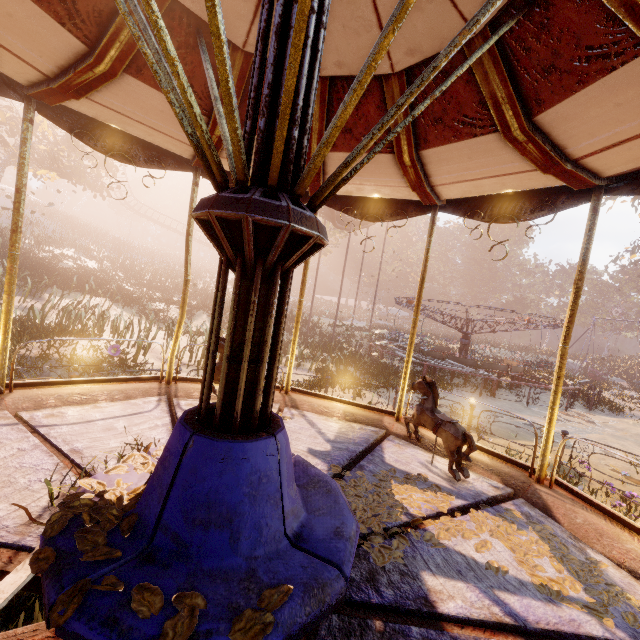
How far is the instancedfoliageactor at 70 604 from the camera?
1.15m

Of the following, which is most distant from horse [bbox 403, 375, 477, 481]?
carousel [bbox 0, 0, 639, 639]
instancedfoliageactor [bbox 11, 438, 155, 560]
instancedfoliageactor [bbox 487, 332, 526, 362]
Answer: instancedfoliageactor [bbox 487, 332, 526, 362]

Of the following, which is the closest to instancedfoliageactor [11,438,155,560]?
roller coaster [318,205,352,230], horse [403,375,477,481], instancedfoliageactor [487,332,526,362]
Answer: horse [403,375,477,481]

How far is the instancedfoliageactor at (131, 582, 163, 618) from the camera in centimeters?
117cm

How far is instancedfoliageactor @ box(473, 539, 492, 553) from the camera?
2.6 meters

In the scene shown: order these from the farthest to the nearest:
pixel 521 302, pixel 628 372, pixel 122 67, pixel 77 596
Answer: pixel 521 302, pixel 628 372, pixel 122 67, pixel 77 596

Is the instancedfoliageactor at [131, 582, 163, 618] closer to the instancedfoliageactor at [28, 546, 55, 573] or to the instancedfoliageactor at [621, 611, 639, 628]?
the instancedfoliageactor at [28, 546, 55, 573]

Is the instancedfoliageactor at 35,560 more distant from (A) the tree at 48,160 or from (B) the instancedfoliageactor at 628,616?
(A) the tree at 48,160
